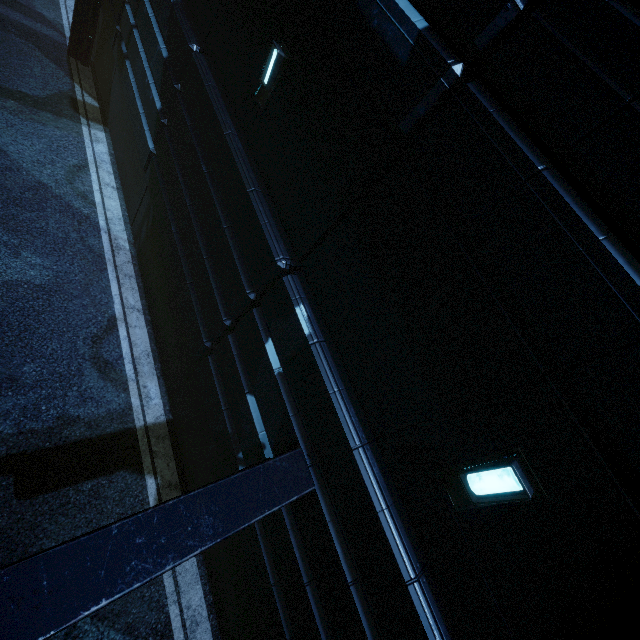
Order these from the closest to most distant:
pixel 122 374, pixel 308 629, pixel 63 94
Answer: pixel 308 629
pixel 122 374
pixel 63 94
